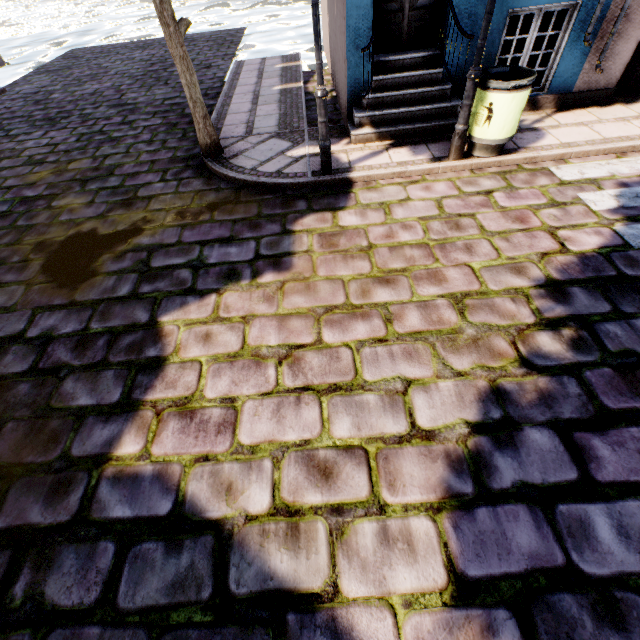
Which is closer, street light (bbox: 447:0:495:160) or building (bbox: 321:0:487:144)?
street light (bbox: 447:0:495:160)

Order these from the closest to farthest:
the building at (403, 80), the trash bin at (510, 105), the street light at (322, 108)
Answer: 1. the street light at (322, 108)
2. the trash bin at (510, 105)
3. the building at (403, 80)

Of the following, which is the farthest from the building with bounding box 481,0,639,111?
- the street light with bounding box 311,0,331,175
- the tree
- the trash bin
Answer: the tree

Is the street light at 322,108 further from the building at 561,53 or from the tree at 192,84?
the tree at 192,84

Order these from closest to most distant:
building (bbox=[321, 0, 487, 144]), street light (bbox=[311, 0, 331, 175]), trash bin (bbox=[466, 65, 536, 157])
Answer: street light (bbox=[311, 0, 331, 175]), trash bin (bbox=[466, 65, 536, 157]), building (bbox=[321, 0, 487, 144])

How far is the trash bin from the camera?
4.2 meters

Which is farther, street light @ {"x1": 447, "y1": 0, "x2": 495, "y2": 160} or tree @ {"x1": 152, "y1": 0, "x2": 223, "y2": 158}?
tree @ {"x1": 152, "y1": 0, "x2": 223, "y2": 158}

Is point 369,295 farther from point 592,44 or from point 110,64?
point 110,64
